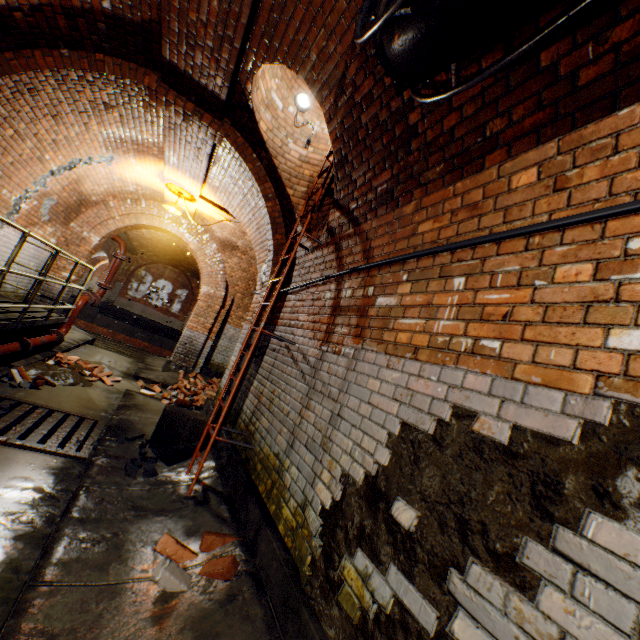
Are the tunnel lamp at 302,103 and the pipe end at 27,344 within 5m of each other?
no

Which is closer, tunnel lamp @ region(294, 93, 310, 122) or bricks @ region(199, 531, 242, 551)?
bricks @ region(199, 531, 242, 551)

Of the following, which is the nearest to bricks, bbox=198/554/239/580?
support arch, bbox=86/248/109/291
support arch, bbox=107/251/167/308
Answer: support arch, bbox=107/251/167/308

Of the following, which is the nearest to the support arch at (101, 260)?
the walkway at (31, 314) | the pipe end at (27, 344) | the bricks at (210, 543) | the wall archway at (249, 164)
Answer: the walkway at (31, 314)

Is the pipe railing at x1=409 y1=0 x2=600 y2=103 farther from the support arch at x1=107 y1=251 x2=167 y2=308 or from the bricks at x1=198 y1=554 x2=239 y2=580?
the support arch at x1=107 y1=251 x2=167 y2=308

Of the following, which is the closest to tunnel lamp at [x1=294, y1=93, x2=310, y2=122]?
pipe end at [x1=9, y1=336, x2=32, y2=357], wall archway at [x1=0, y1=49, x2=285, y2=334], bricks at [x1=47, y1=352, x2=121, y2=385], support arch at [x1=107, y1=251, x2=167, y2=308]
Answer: wall archway at [x1=0, y1=49, x2=285, y2=334]

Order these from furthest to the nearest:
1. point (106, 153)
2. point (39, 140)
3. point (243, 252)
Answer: point (243, 252)
point (106, 153)
point (39, 140)

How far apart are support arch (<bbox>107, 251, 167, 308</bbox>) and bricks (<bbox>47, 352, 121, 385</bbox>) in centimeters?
1485cm
